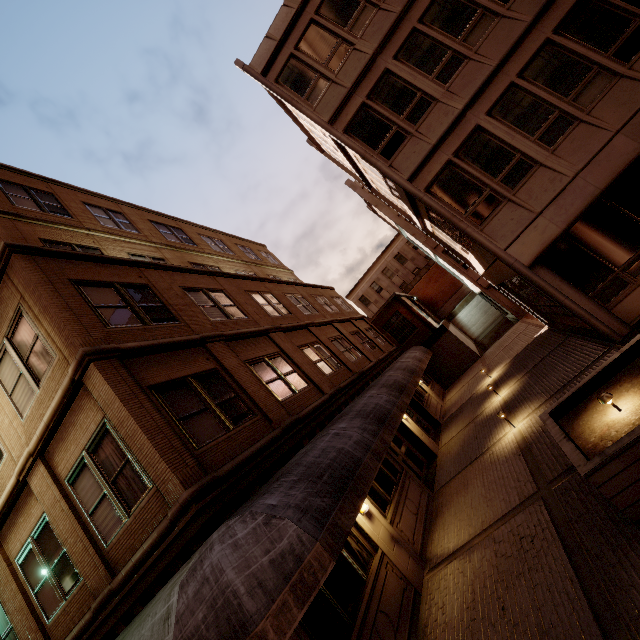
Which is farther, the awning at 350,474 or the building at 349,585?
the building at 349,585

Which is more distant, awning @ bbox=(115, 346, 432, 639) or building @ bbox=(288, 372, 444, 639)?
building @ bbox=(288, 372, 444, 639)

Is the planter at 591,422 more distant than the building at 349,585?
No

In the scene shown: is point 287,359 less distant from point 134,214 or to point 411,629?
point 411,629

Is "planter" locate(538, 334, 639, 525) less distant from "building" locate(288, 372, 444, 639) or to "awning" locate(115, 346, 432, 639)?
"awning" locate(115, 346, 432, 639)

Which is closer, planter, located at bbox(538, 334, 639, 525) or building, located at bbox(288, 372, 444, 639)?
planter, located at bbox(538, 334, 639, 525)
